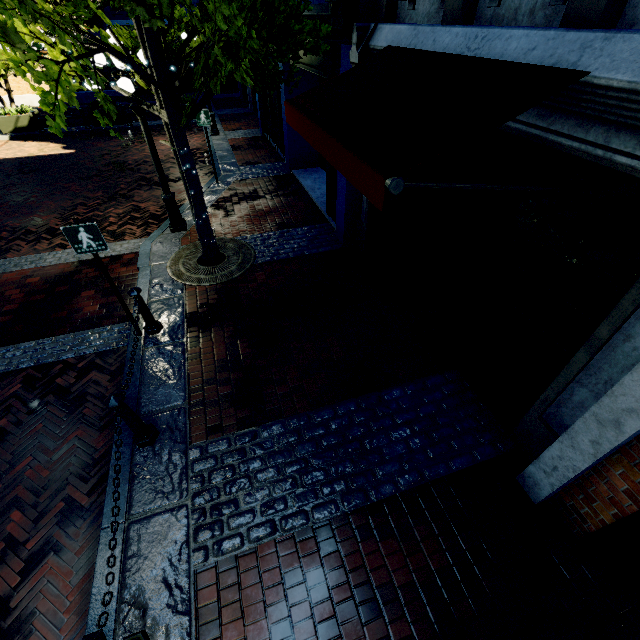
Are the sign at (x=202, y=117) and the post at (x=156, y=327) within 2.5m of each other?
no

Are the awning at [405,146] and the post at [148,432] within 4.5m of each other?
yes

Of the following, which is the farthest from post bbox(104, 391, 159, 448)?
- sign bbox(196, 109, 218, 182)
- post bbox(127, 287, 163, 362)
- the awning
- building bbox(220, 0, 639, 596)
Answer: sign bbox(196, 109, 218, 182)

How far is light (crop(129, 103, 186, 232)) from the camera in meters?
6.3

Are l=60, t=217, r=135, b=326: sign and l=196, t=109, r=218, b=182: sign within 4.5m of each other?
no

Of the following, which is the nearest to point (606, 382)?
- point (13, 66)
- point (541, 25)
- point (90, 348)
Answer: point (541, 25)

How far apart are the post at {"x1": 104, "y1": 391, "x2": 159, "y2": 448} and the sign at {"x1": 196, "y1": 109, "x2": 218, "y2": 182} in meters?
8.4

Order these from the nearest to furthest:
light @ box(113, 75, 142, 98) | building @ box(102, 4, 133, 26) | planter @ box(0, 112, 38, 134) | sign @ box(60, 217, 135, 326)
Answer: sign @ box(60, 217, 135, 326)
light @ box(113, 75, 142, 98)
planter @ box(0, 112, 38, 134)
building @ box(102, 4, 133, 26)
